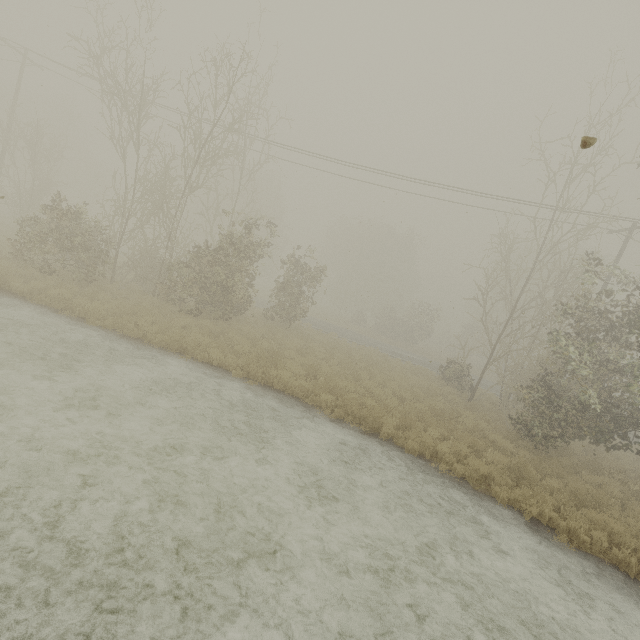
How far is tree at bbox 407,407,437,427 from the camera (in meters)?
11.04

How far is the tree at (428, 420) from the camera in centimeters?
1104cm

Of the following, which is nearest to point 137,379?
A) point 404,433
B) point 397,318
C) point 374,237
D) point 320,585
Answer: point 320,585
